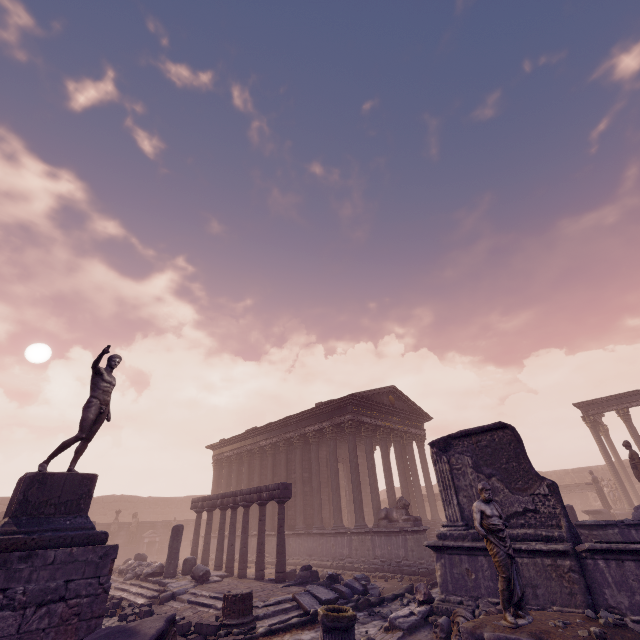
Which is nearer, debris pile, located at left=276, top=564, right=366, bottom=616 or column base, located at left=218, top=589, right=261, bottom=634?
column base, located at left=218, top=589, right=261, bottom=634

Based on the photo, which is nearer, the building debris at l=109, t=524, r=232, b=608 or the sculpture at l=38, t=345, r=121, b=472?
the sculpture at l=38, t=345, r=121, b=472

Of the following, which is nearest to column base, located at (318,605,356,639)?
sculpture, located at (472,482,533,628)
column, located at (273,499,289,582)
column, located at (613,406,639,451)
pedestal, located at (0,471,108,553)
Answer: sculpture, located at (472,482,533,628)

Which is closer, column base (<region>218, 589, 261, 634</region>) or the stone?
the stone

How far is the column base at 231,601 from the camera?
7.2 meters

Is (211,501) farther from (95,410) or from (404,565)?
(95,410)

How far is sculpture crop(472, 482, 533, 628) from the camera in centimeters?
477cm

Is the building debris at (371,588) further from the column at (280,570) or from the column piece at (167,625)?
the column piece at (167,625)
